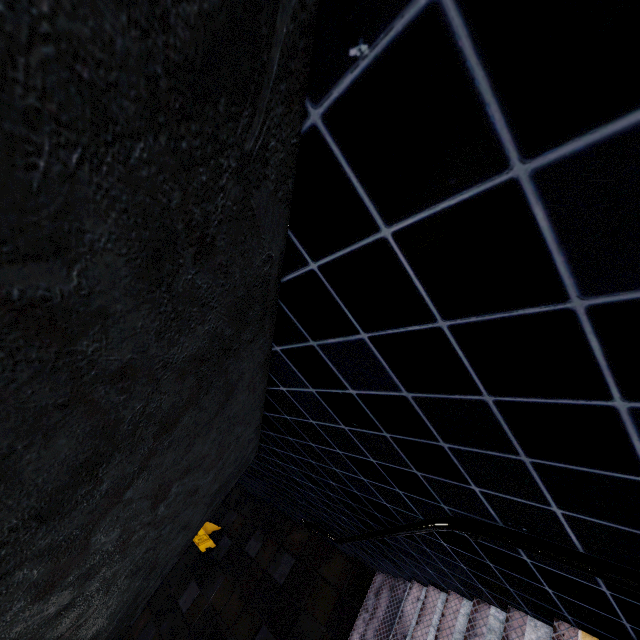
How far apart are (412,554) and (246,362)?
2.7m
